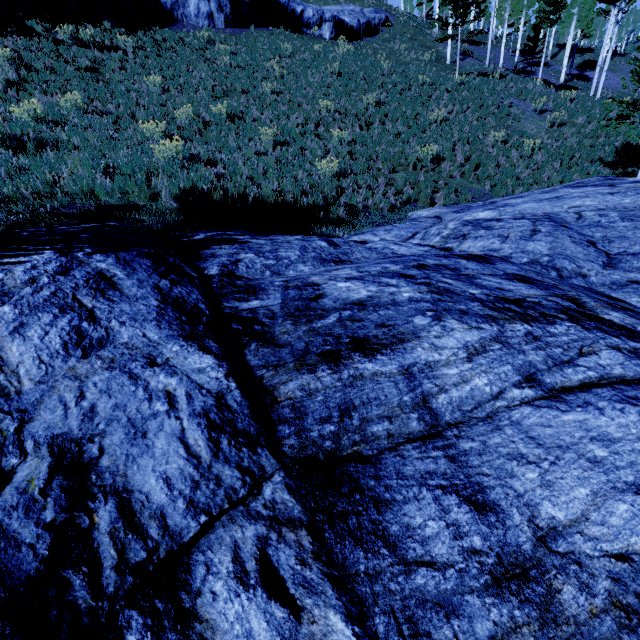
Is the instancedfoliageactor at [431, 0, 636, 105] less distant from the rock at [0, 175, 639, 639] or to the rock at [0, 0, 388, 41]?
the rock at [0, 175, 639, 639]

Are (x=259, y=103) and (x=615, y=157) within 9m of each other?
no

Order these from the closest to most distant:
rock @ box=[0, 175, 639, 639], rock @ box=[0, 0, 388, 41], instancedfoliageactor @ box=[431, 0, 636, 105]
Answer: rock @ box=[0, 175, 639, 639] → rock @ box=[0, 0, 388, 41] → instancedfoliageactor @ box=[431, 0, 636, 105]

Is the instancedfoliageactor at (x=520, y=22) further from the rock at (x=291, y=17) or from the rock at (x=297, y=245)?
the rock at (x=291, y=17)

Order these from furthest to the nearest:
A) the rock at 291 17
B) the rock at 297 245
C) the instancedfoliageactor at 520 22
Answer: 1. the instancedfoliageactor at 520 22
2. the rock at 291 17
3. the rock at 297 245

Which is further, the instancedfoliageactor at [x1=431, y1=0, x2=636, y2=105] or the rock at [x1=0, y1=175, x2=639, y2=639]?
the instancedfoliageactor at [x1=431, y1=0, x2=636, y2=105]

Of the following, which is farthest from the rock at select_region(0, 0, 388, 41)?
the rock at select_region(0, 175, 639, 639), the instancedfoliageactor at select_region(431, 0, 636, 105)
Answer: the rock at select_region(0, 175, 639, 639)
